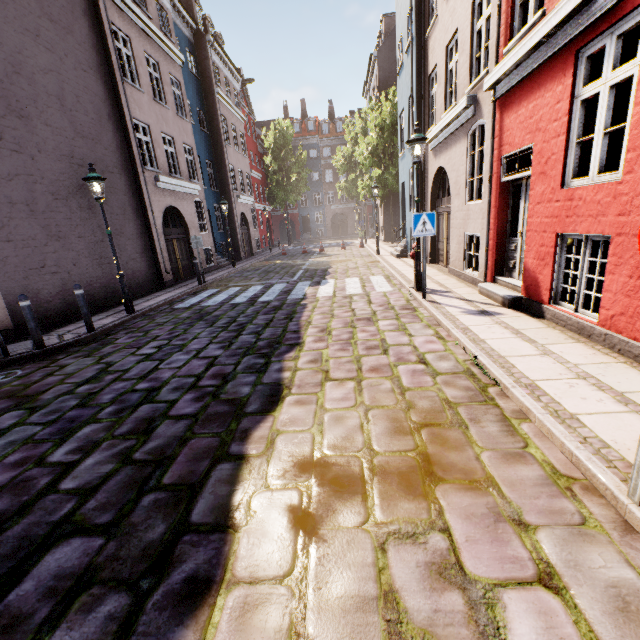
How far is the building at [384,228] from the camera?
26.1 meters

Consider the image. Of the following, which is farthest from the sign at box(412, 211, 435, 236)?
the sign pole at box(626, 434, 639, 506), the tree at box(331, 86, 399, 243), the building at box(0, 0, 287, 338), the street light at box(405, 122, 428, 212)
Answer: the tree at box(331, 86, 399, 243)

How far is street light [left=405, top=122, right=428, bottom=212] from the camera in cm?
728

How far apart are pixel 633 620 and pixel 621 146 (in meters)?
8.75

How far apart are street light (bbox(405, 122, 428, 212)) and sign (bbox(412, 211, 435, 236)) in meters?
1.0

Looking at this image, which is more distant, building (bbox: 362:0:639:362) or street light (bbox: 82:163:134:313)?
street light (bbox: 82:163:134:313)

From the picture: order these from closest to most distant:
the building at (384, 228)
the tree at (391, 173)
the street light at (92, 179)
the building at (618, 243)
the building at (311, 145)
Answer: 1. the building at (618, 243)
2. the street light at (92, 179)
3. the tree at (391, 173)
4. the building at (384, 228)
5. the building at (311, 145)

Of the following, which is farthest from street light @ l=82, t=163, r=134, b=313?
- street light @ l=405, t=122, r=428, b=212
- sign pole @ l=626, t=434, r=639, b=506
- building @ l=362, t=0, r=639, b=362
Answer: sign pole @ l=626, t=434, r=639, b=506
